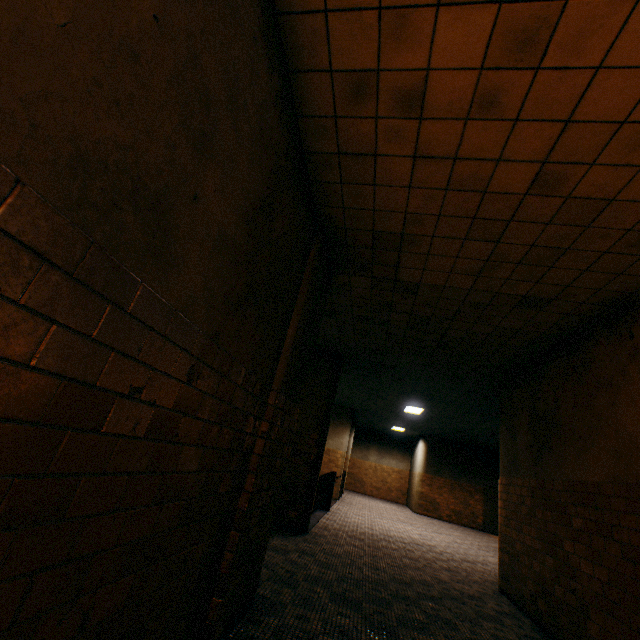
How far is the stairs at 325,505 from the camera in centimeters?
879cm

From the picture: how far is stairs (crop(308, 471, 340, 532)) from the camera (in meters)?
8.79

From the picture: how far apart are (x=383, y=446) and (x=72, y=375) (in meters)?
22.92
